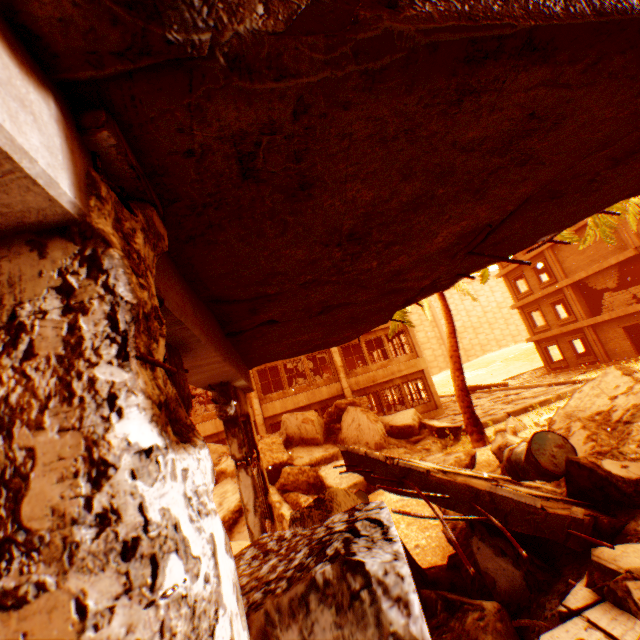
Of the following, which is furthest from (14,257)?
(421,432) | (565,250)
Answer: (565,250)

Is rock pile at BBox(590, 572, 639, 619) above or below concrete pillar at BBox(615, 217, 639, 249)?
below

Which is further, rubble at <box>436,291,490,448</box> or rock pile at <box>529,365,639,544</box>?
rubble at <box>436,291,490,448</box>

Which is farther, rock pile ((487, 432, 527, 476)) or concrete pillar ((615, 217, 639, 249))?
concrete pillar ((615, 217, 639, 249))

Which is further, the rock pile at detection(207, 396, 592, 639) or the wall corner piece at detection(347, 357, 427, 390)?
the wall corner piece at detection(347, 357, 427, 390)

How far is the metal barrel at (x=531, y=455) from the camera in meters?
4.0 m

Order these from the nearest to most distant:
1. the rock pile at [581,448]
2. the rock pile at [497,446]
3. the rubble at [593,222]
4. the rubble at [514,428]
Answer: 1. the rock pile at [581,448]
2. the rock pile at [497,446]
3. the rubble at [514,428]
4. the rubble at [593,222]

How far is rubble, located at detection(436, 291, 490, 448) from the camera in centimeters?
1011cm
